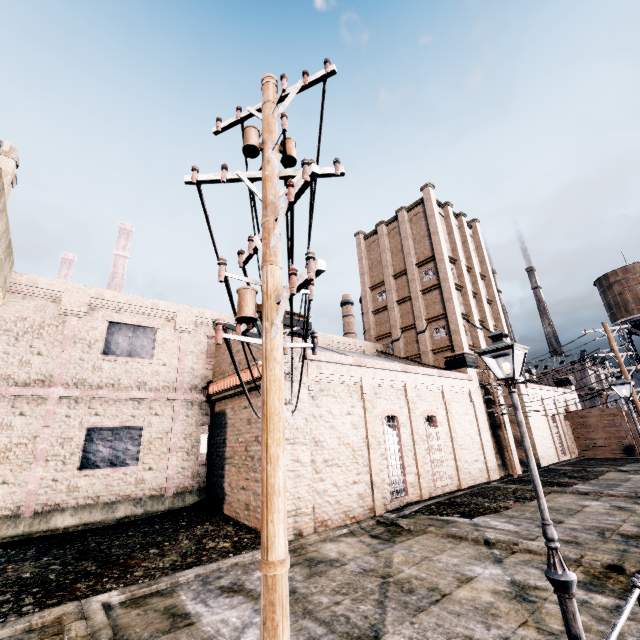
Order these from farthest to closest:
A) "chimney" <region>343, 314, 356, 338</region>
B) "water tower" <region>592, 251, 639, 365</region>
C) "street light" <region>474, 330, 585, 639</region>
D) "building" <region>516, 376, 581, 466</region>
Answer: "chimney" <region>343, 314, 356, 338</region> → "water tower" <region>592, 251, 639, 365</region> → "building" <region>516, 376, 581, 466</region> → "street light" <region>474, 330, 585, 639</region>

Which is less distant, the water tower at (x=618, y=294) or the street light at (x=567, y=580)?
the street light at (x=567, y=580)

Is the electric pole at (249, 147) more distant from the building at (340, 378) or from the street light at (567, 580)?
the street light at (567, 580)

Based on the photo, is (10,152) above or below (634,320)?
below

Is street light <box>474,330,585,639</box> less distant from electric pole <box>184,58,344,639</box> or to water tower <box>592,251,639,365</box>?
electric pole <box>184,58,344,639</box>

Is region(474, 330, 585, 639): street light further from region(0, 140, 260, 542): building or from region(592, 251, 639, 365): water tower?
region(592, 251, 639, 365): water tower

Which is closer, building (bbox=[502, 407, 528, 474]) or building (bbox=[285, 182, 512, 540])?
building (bbox=[285, 182, 512, 540])

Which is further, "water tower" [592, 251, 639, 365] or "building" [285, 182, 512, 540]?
"water tower" [592, 251, 639, 365]
